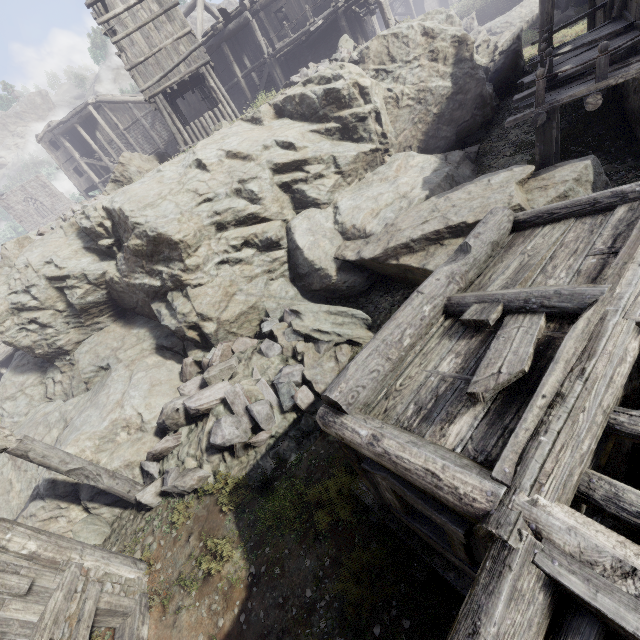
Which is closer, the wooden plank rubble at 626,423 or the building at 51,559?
the wooden plank rubble at 626,423

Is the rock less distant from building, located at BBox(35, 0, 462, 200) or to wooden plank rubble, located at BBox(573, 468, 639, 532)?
building, located at BBox(35, 0, 462, 200)

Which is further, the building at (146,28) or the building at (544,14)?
the building at (146,28)

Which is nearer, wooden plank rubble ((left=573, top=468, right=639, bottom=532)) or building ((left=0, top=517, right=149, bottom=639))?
wooden plank rubble ((left=573, top=468, right=639, bottom=532))

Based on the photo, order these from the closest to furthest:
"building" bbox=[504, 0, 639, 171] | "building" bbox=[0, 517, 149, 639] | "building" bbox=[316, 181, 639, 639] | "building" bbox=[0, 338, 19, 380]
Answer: "building" bbox=[316, 181, 639, 639] → "building" bbox=[0, 517, 149, 639] → "building" bbox=[504, 0, 639, 171] → "building" bbox=[0, 338, 19, 380]

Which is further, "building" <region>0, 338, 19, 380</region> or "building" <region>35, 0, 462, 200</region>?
"building" <region>0, 338, 19, 380</region>

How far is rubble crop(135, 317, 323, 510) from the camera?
7.6m

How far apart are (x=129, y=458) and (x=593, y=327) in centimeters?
1080cm
